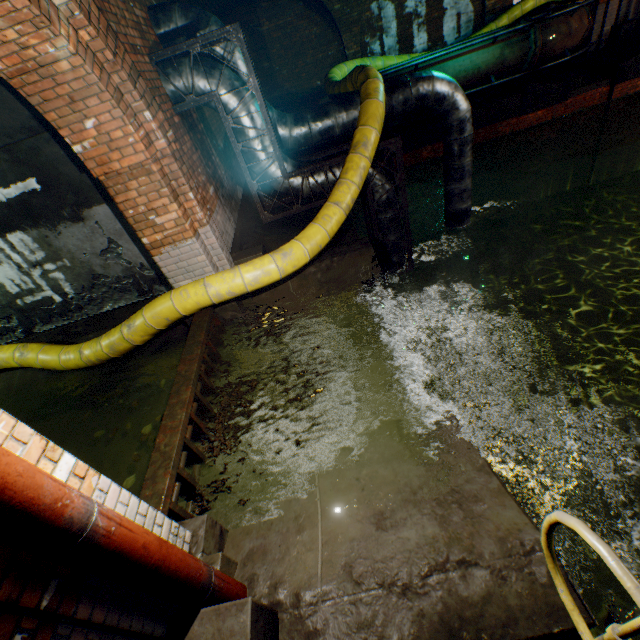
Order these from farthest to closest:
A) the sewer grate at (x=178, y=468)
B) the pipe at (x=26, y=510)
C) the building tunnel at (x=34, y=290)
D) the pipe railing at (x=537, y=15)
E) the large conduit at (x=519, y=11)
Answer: the large conduit at (x=519, y=11), the pipe railing at (x=537, y=15), the building tunnel at (x=34, y=290), the sewer grate at (x=178, y=468), the pipe at (x=26, y=510)

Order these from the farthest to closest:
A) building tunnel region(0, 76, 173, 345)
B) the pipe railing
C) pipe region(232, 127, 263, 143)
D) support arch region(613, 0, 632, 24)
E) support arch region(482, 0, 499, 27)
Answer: support arch region(613, 0, 632, 24)
support arch region(482, 0, 499, 27)
the pipe railing
pipe region(232, 127, 263, 143)
building tunnel region(0, 76, 173, 345)

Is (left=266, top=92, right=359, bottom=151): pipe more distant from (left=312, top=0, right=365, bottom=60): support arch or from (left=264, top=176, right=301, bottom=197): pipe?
(left=312, top=0, right=365, bottom=60): support arch

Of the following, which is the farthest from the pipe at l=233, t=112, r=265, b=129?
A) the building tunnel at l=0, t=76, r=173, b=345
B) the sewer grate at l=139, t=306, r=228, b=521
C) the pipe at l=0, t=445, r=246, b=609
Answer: the pipe at l=0, t=445, r=246, b=609

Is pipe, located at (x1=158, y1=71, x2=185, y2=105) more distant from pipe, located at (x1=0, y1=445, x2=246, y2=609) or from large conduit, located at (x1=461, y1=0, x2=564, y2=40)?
pipe, located at (x1=0, y1=445, x2=246, y2=609)

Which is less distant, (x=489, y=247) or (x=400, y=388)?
(x=400, y=388)

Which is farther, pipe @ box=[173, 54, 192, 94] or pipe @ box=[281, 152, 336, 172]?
pipe @ box=[281, 152, 336, 172]

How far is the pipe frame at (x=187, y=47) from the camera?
4.4m
